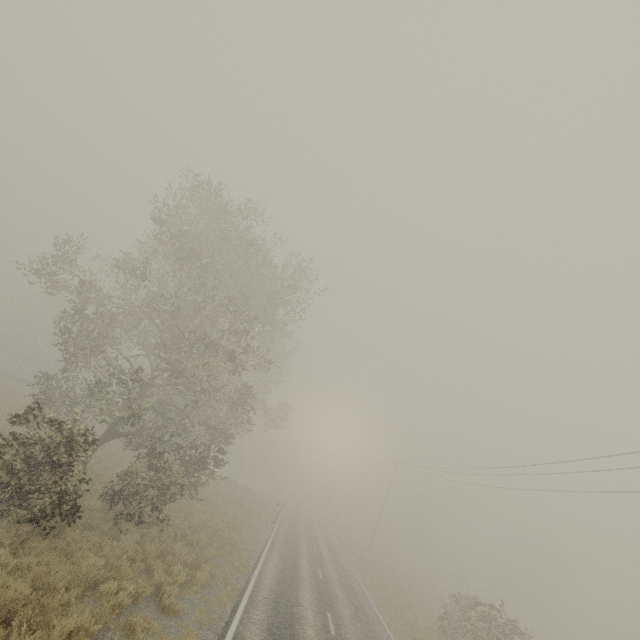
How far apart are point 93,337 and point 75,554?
10.2 meters
